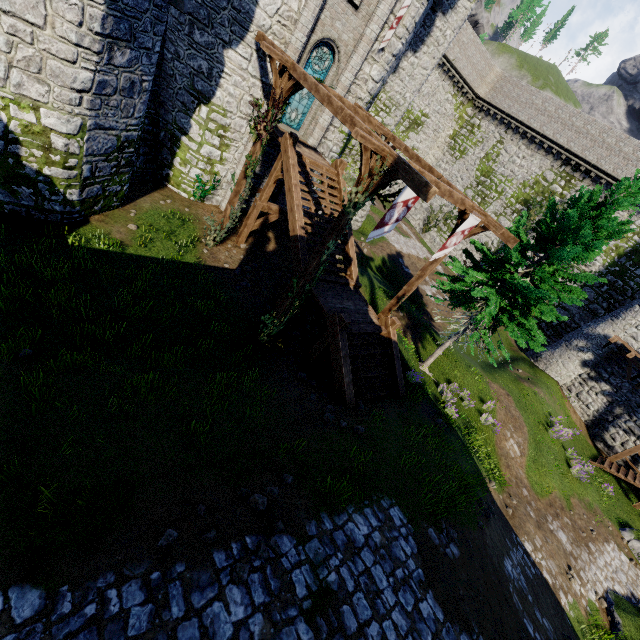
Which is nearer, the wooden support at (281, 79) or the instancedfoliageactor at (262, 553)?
the instancedfoliageactor at (262, 553)

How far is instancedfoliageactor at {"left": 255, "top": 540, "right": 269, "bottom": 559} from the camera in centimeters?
484cm

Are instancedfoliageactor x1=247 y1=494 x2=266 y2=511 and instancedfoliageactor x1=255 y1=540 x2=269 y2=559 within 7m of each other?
yes

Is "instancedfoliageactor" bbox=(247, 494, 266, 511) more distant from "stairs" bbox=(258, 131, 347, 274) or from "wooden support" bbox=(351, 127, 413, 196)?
"stairs" bbox=(258, 131, 347, 274)

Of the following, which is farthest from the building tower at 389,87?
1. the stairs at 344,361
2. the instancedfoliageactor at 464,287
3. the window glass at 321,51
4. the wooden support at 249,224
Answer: the stairs at 344,361

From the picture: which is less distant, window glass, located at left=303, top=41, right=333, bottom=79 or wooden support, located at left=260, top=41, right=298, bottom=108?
wooden support, located at left=260, top=41, right=298, bottom=108

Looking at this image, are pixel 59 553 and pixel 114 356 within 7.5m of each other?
yes

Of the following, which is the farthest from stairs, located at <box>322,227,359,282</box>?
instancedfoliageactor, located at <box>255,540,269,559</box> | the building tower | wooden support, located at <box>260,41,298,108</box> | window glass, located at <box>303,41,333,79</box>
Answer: instancedfoliageactor, located at <box>255,540,269,559</box>
